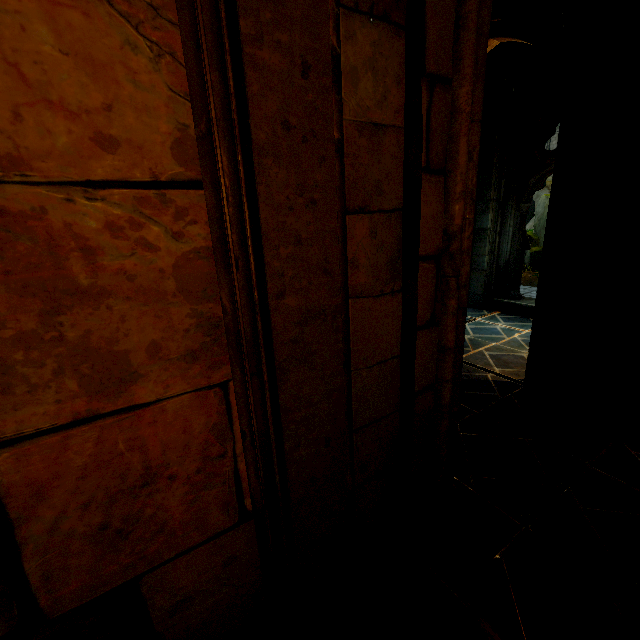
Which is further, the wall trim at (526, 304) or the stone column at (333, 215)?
the wall trim at (526, 304)

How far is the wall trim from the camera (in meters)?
7.18

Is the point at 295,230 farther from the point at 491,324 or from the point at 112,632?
the point at 491,324

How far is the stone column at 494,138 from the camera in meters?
6.7

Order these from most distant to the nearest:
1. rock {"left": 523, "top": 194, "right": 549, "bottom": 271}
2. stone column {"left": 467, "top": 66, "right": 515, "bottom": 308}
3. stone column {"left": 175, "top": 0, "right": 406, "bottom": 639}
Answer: rock {"left": 523, "top": 194, "right": 549, "bottom": 271} < stone column {"left": 467, "top": 66, "right": 515, "bottom": 308} < stone column {"left": 175, "top": 0, "right": 406, "bottom": 639}

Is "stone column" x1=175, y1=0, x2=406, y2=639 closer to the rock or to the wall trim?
the wall trim

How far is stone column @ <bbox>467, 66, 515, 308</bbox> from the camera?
6.7m

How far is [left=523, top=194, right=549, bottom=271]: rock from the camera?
15.38m
